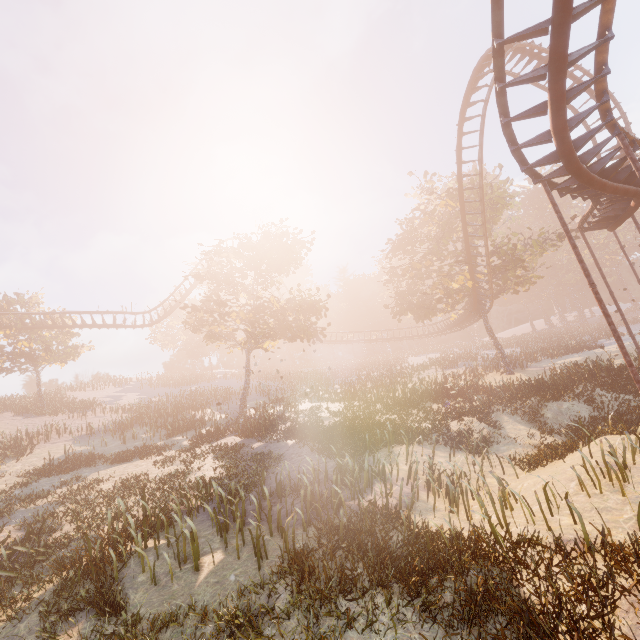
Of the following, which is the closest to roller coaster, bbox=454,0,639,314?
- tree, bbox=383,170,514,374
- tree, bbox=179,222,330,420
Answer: tree, bbox=383,170,514,374

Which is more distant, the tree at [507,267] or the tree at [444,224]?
the tree at [444,224]

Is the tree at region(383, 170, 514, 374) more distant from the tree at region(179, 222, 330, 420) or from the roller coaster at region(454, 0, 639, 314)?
the tree at region(179, 222, 330, 420)

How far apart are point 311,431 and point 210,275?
15.35m

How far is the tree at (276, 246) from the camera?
23.0m

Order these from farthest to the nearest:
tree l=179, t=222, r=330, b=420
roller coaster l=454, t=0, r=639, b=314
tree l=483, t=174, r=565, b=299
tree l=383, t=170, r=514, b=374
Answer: tree l=383, t=170, r=514, b=374, tree l=483, t=174, r=565, b=299, tree l=179, t=222, r=330, b=420, roller coaster l=454, t=0, r=639, b=314
